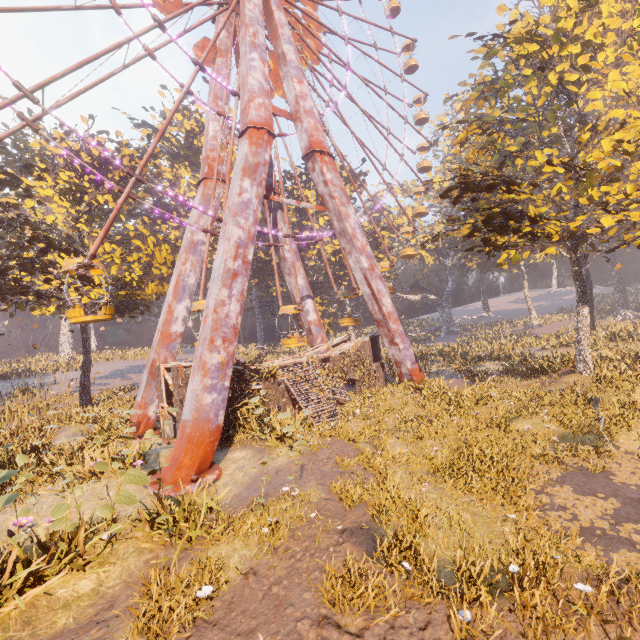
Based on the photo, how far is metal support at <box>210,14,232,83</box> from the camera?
21.10m

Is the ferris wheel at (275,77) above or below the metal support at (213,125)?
above

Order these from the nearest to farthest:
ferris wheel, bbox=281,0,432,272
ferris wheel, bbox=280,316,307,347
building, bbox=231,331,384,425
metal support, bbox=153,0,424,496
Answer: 1. metal support, bbox=153,0,424,496
2. building, bbox=231,331,384,425
3. ferris wheel, bbox=280,316,307,347
4. ferris wheel, bbox=281,0,432,272

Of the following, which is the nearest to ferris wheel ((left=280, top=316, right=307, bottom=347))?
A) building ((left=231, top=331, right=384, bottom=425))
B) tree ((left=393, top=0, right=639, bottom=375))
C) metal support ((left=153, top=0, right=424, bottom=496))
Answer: metal support ((left=153, top=0, right=424, bottom=496))

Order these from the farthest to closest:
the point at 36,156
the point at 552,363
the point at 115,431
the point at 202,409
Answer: the point at 36,156
the point at 552,363
the point at 115,431
the point at 202,409

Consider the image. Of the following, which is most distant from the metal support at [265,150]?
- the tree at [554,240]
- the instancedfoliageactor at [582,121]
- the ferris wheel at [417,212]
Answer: the instancedfoliageactor at [582,121]

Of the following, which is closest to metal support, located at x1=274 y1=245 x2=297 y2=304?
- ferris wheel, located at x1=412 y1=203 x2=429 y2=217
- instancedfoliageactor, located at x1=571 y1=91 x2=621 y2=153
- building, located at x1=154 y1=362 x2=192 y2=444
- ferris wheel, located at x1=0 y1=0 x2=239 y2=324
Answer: ferris wheel, located at x1=0 y1=0 x2=239 y2=324

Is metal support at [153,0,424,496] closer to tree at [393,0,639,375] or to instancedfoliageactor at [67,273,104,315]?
instancedfoliageactor at [67,273,104,315]
